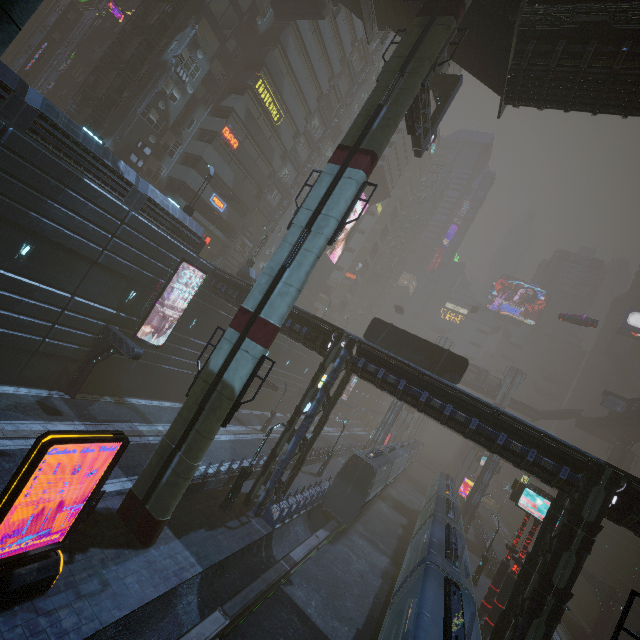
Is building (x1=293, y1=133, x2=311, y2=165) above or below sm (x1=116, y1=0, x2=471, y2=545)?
above

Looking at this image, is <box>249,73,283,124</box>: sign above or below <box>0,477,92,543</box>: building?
above

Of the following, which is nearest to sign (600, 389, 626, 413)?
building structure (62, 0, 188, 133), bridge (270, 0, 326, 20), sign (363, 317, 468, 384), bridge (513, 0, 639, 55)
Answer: sign (363, 317, 468, 384)

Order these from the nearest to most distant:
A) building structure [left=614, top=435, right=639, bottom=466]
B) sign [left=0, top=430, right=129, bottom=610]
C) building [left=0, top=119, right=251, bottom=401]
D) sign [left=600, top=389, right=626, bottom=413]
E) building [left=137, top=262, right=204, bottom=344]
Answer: sign [left=0, top=430, right=129, bottom=610], building [left=0, top=119, right=251, bottom=401], building [left=137, top=262, right=204, bottom=344], sign [left=600, top=389, right=626, bottom=413], building structure [left=614, top=435, right=639, bottom=466]

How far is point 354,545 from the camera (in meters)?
24.30

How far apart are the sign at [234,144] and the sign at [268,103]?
4.34m

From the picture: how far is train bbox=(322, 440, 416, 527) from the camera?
24.1 meters

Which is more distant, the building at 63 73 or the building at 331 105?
the building at 331 105
